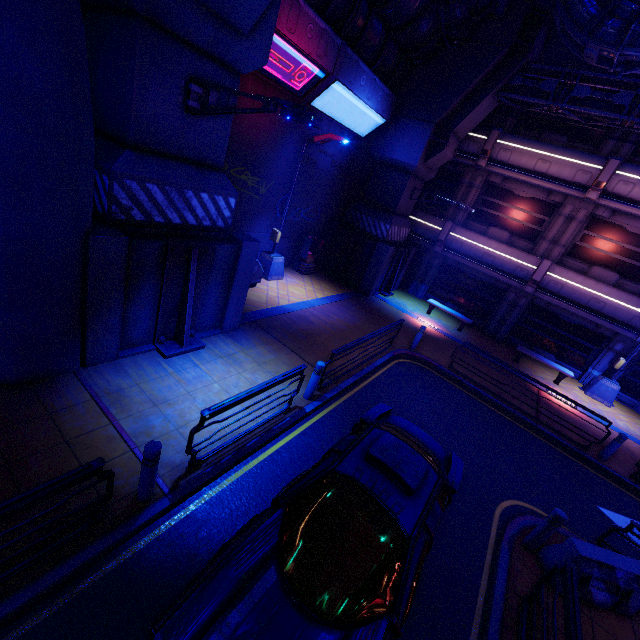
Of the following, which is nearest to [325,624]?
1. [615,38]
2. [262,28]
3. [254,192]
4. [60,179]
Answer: [60,179]

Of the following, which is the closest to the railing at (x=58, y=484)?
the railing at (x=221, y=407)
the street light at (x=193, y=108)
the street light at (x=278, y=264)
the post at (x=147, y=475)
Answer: the post at (x=147, y=475)

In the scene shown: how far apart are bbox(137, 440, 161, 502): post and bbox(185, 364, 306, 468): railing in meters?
0.5 m

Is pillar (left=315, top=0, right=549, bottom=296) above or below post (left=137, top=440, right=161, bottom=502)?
above

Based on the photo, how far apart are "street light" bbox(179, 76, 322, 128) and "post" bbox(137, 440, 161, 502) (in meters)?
5.07

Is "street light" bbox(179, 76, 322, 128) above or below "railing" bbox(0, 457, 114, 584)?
above

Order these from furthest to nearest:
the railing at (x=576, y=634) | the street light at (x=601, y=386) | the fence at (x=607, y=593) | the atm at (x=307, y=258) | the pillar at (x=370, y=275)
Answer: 1. the atm at (x=307, y=258)
2. the street light at (x=601, y=386)
3. the pillar at (x=370, y=275)
4. the fence at (x=607, y=593)
5. the railing at (x=576, y=634)

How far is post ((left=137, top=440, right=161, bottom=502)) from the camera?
4.28m
